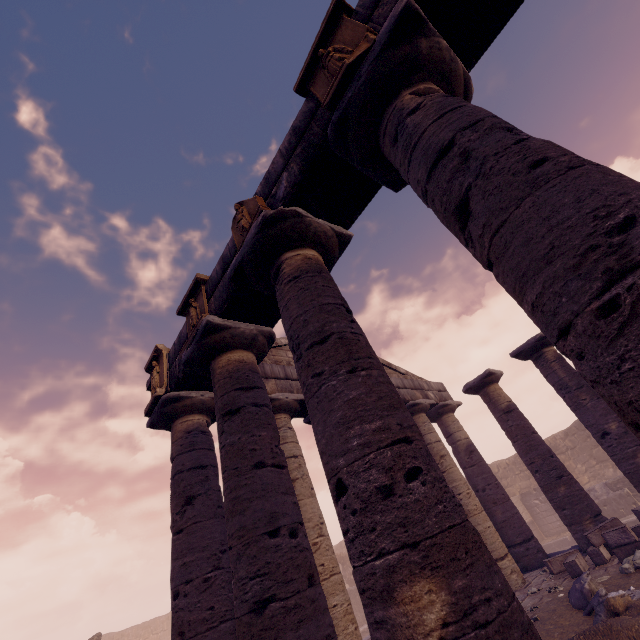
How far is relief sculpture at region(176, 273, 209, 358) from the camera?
5.54m

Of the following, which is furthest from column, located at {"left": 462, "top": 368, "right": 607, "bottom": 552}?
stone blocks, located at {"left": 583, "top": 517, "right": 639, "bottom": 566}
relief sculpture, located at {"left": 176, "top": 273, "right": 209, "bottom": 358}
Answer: relief sculpture, located at {"left": 176, "top": 273, "right": 209, "bottom": 358}

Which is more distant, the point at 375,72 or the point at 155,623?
the point at 155,623

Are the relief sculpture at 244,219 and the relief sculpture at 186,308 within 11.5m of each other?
yes

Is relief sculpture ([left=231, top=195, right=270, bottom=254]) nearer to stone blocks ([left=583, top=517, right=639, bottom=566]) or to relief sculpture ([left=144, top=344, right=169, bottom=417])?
relief sculpture ([left=144, top=344, right=169, bottom=417])

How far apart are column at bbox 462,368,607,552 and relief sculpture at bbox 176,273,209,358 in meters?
10.0

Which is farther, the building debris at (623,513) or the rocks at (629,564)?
the building debris at (623,513)

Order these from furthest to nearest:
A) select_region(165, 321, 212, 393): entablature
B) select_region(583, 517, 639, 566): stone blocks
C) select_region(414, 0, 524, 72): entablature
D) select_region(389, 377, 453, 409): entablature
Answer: select_region(389, 377, 453, 409): entablature, select_region(583, 517, 639, 566): stone blocks, select_region(165, 321, 212, 393): entablature, select_region(414, 0, 524, 72): entablature
